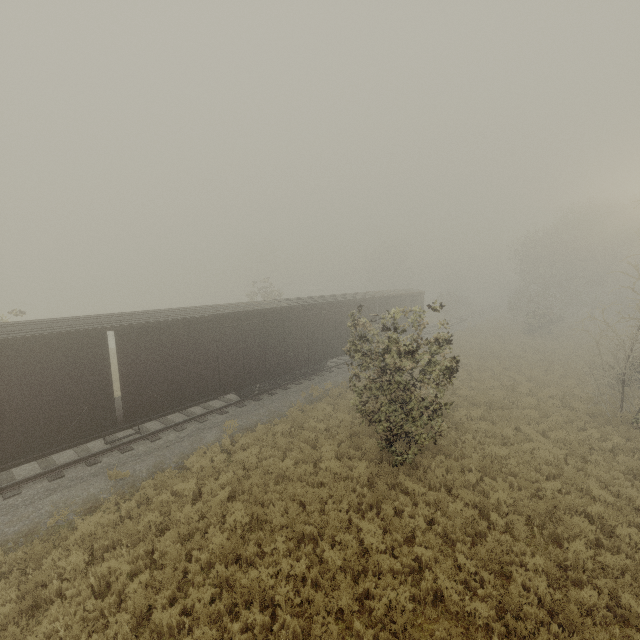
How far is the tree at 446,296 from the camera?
9.7 meters

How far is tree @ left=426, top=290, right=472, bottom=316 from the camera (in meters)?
9.71

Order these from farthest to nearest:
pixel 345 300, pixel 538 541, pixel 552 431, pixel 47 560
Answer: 1. pixel 345 300
2. pixel 552 431
3. pixel 538 541
4. pixel 47 560

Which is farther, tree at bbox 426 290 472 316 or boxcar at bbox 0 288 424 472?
tree at bbox 426 290 472 316

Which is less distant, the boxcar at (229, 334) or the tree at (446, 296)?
the boxcar at (229, 334)
